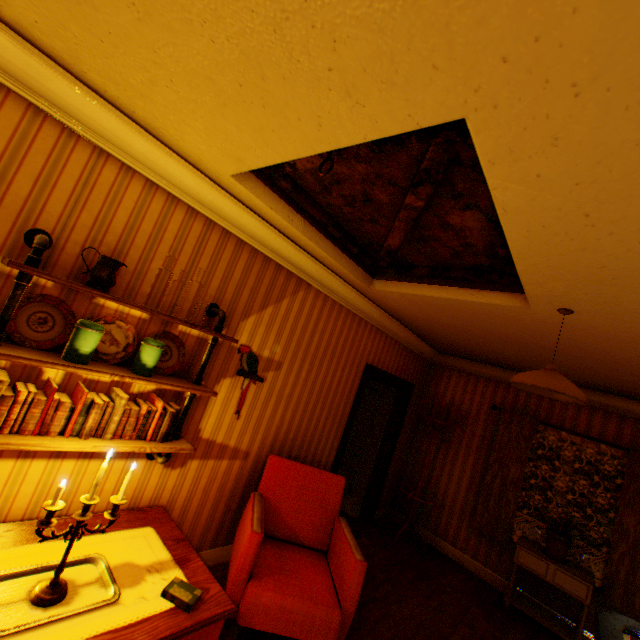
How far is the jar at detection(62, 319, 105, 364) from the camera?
1.8 meters

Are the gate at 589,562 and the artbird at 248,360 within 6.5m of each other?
no

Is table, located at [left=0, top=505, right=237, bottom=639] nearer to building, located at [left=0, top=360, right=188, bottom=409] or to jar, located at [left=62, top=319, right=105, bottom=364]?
building, located at [left=0, top=360, right=188, bottom=409]

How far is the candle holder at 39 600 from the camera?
1.5m

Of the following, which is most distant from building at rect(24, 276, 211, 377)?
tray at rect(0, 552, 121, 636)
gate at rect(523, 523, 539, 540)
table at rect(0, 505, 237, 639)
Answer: gate at rect(523, 523, 539, 540)

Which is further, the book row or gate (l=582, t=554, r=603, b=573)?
gate (l=582, t=554, r=603, b=573)

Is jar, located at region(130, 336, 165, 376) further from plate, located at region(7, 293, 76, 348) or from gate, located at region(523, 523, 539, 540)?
gate, located at region(523, 523, 539, 540)

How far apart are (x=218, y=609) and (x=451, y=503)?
4.7m
